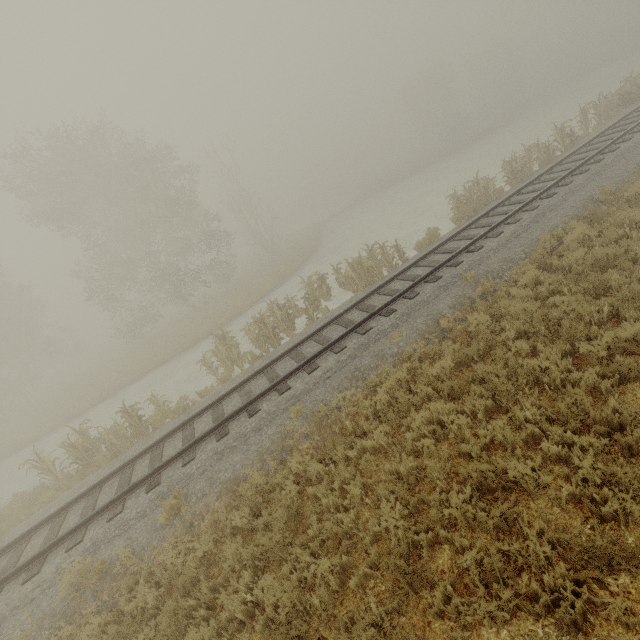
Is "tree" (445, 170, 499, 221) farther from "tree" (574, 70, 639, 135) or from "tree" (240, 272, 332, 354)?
"tree" (240, 272, 332, 354)

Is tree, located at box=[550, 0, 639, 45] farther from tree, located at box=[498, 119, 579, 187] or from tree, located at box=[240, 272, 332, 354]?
tree, located at box=[240, 272, 332, 354]

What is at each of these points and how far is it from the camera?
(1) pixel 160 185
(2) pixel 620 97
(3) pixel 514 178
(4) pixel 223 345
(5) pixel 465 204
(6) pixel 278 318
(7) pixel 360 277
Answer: (1) tree, 23.64m
(2) tree, 19.19m
(3) tree, 16.42m
(4) tree, 14.48m
(5) tree, 16.61m
(6) tree, 14.45m
(7) tree, 14.08m

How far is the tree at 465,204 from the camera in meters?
15.3

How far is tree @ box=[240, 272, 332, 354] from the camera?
13.3 meters

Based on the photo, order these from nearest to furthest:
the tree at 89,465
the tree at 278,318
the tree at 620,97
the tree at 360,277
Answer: the tree at 89,465
the tree at 278,318
the tree at 360,277
the tree at 620,97

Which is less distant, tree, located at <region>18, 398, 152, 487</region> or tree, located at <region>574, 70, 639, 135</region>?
tree, located at <region>18, 398, 152, 487</region>

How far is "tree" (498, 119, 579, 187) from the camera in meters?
16.3
